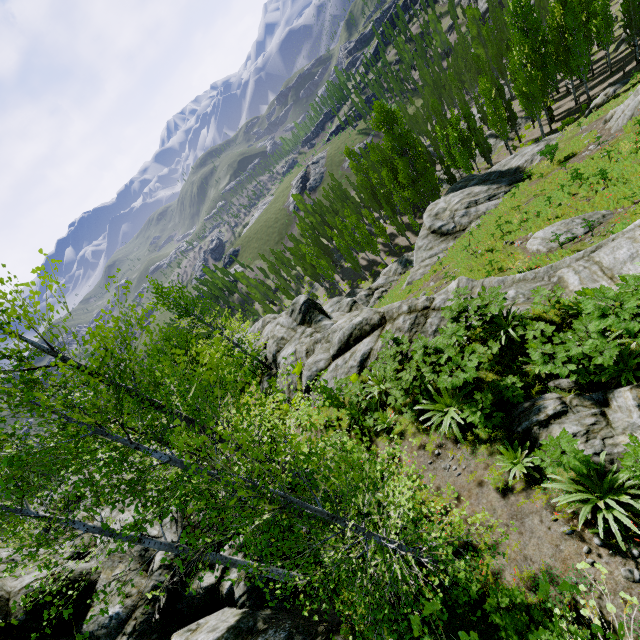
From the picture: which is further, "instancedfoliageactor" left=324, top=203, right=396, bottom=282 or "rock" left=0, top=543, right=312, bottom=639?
"instancedfoliageactor" left=324, top=203, right=396, bottom=282

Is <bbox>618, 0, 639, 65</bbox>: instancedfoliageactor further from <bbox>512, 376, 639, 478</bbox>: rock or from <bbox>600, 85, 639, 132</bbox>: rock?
<bbox>600, 85, 639, 132</bbox>: rock

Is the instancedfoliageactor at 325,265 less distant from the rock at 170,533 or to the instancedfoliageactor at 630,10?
the rock at 170,533

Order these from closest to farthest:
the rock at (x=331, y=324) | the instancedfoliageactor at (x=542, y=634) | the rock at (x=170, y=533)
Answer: the instancedfoliageactor at (x=542, y=634) < the rock at (x=331, y=324) < the rock at (x=170, y=533)

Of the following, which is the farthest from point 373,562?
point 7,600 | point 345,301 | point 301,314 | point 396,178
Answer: point 396,178

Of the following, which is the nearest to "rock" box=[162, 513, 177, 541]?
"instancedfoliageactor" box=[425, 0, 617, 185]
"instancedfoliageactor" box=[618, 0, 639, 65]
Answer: "instancedfoliageactor" box=[425, 0, 617, 185]

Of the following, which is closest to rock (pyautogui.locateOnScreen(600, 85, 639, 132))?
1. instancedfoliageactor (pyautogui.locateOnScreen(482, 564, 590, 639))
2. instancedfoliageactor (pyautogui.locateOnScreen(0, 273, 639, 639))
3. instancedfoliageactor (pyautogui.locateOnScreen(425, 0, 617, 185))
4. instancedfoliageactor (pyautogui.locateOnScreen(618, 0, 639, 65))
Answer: instancedfoliageactor (pyautogui.locateOnScreen(618, 0, 639, 65))

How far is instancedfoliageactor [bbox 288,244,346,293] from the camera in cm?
5042
